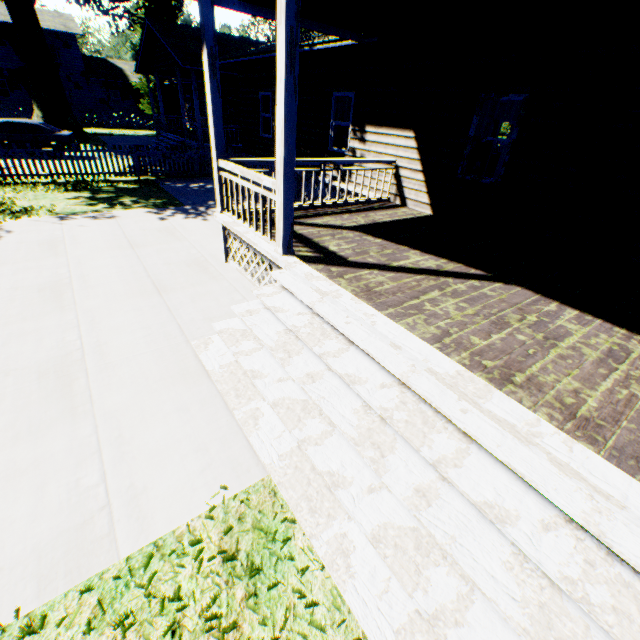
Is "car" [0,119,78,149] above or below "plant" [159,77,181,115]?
below

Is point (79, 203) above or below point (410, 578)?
below

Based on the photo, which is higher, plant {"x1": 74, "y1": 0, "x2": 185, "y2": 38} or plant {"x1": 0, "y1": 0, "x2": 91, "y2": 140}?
plant {"x1": 74, "y1": 0, "x2": 185, "y2": 38}

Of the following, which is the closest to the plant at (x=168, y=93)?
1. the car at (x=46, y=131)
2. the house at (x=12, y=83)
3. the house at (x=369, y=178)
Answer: the house at (x=369, y=178)

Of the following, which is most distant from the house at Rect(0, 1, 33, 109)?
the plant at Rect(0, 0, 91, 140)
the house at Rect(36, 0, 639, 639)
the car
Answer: the car

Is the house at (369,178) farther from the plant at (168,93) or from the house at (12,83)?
the house at (12,83)

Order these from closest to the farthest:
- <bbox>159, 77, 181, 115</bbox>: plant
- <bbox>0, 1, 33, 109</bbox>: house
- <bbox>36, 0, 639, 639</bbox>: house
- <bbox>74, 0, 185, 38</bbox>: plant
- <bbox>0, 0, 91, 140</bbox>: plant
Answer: <bbox>36, 0, 639, 639</bbox>: house → <bbox>0, 0, 91, 140</bbox>: plant → <bbox>74, 0, 185, 38</bbox>: plant → <bbox>0, 1, 33, 109</bbox>: house → <bbox>159, 77, 181, 115</bbox>: plant

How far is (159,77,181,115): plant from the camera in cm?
3337
